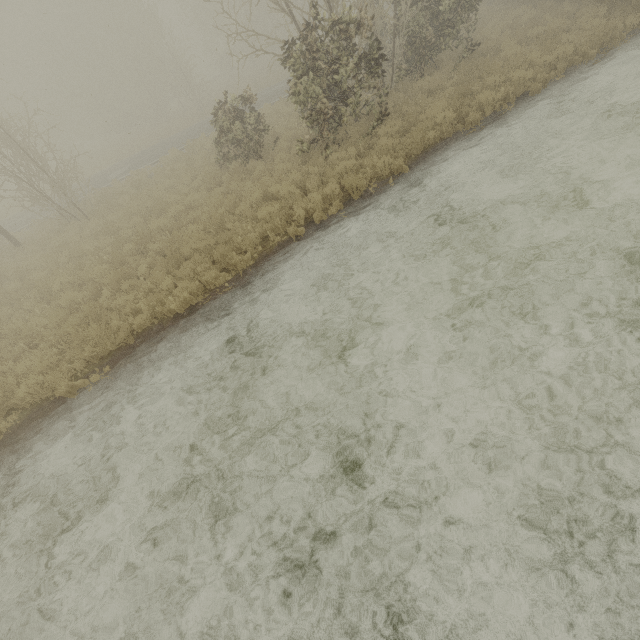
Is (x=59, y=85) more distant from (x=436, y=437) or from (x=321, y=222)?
(x=436, y=437)

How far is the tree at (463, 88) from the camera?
10.0 meters

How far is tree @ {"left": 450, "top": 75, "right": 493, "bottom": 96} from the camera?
9.96m
